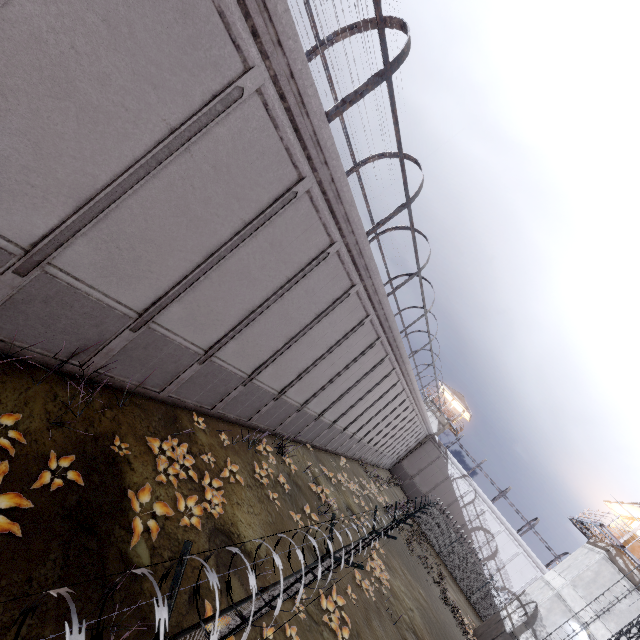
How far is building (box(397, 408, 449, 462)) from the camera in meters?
45.2

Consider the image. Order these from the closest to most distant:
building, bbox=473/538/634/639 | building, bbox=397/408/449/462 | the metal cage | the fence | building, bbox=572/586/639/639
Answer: the fence < the metal cage < building, bbox=572/586/639/639 < building, bbox=473/538/634/639 < building, bbox=397/408/449/462

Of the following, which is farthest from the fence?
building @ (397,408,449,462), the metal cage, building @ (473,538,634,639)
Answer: building @ (397,408,449,462)

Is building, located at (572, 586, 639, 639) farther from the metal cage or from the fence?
the metal cage

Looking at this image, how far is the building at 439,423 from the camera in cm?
4525

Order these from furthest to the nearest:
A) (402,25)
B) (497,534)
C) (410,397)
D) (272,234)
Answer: (497,534), (410,397), (272,234), (402,25)

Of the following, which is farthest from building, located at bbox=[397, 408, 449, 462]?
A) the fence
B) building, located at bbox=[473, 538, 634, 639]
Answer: building, located at bbox=[473, 538, 634, 639]

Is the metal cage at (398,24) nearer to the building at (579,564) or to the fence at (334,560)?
the fence at (334,560)
